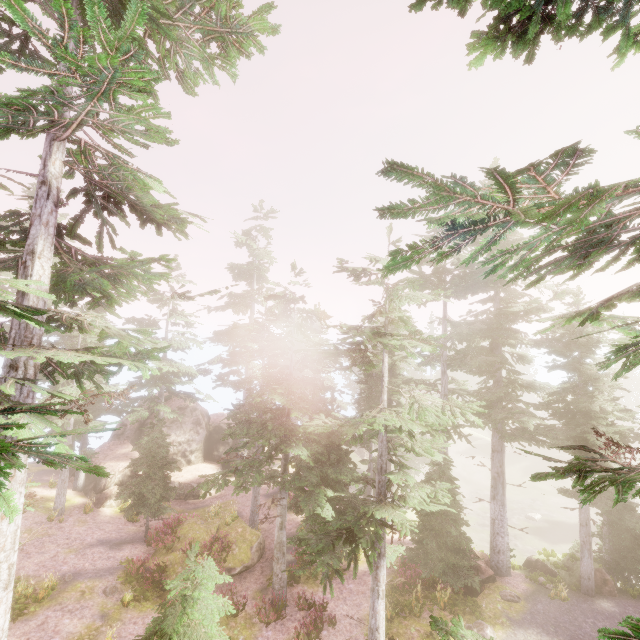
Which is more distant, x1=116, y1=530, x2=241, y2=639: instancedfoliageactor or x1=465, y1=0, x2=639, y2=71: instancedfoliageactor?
x1=116, y1=530, x2=241, y2=639: instancedfoliageactor

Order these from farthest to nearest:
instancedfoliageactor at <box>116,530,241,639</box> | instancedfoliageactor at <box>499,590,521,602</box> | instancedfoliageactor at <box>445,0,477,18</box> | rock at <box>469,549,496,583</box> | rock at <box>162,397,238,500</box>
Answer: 1. rock at <box>162,397,238,500</box>
2. rock at <box>469,549,496,583</box>
3. instancedfoliageactor at <box>499,590,521,602</box>
4. instancedfoliageactor at <box>116,530,241,639</box>
5. instancedfoliageactor at <box>445,0,477,18</box>

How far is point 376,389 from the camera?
26.9m

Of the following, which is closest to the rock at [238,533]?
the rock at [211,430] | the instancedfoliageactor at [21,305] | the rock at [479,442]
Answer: the instancedfoliageactor at [21,305]

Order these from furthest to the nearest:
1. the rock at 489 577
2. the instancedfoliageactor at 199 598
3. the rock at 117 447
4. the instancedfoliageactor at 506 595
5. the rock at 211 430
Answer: the rock at 211 430
the rock at 117 447
the rock at 489 577
the instancedfoliageactor at 506 595
the instancedfoliageactor at 199 598

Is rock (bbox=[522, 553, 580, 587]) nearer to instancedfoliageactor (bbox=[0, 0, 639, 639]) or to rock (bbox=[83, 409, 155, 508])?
instancedfoliageactor (bbox=[0, 0, 639, 639])

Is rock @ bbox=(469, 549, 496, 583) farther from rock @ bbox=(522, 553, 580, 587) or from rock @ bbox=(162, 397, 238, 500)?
rock @ bbox=(162, 397, 238, 500)
